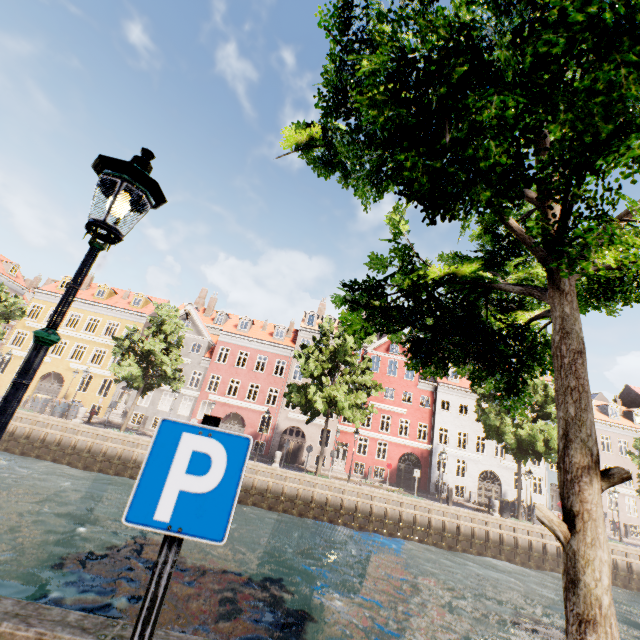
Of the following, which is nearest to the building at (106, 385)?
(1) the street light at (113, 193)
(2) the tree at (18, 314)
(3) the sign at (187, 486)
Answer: (2) the tree at (18, 314)

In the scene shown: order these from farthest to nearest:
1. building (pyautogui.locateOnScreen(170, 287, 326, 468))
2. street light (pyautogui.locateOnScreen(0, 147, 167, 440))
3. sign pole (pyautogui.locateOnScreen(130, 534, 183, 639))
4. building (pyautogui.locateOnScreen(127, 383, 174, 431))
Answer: building (pyautogui.locateOnScreen(170, 287, 326, 468)), building (pyautogui.locateOnScreen(127, 383, 174, 431)), street light (pyautogui.locateOnScreen(0, 147, 167, 440)), sign pole (pyautogui.locateOnScreen(130, 534, 183, 639))

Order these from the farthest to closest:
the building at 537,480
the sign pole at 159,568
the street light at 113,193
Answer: the building at 537,480 → the street light at 113,193 → the sign pole at 159,568

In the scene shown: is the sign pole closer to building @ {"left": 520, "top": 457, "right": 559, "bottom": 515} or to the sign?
the sign

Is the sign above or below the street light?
below

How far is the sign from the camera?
1.5m

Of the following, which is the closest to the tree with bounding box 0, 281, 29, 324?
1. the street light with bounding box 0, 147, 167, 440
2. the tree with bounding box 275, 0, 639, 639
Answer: the tree with bounding box 275, 0, 639, 639

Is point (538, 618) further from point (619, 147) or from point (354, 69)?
point (354, 69)
